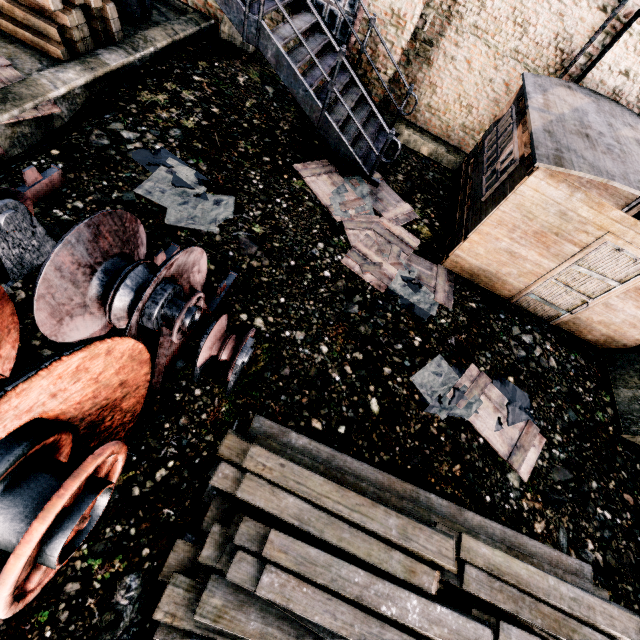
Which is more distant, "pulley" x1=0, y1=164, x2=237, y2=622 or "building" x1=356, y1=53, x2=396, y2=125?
"building" x1=356, y1=53, x2=396, y2=125

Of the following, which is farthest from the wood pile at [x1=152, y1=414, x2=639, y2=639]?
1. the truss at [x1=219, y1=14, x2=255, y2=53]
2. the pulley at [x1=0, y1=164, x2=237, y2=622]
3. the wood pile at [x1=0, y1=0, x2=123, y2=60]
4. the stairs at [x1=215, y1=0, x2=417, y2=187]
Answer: the truss at [x1=219, y1=14, x2=255, y2=53]

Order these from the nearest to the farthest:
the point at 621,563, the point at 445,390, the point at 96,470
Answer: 1. the point at 96,470
2. the point at 621,563
3. the point at 445,390

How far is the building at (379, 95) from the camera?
9.47m

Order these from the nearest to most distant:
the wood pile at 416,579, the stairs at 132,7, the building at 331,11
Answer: the wood pile at 416,579 → the stairs at 132,7 → the building at 331,11

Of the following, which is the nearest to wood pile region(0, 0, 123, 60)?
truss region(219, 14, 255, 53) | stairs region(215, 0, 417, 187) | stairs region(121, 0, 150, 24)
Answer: stairs region(121, 0, 150, 24)

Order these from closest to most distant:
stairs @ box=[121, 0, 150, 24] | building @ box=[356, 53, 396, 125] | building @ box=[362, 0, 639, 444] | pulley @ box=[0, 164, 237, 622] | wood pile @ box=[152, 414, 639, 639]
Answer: pulley @ box=[0, 164, 237, 622] < wood pile @ box=[152, 414, 639, 639] < building @ box=[362, 0, 639, 444] < stairs @ box=[121, 0, 150, 24] < building @ box=[356, 53, 396, 125]

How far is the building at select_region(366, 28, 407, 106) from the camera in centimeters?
898cm
